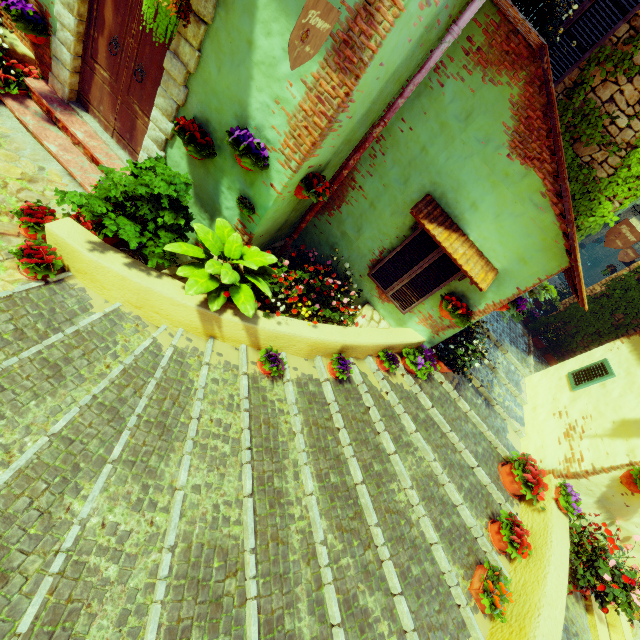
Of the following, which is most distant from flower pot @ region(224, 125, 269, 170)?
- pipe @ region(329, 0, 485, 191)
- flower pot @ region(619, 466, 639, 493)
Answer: flower pot @ region(619, 466, 639, 493)

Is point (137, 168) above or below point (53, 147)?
above

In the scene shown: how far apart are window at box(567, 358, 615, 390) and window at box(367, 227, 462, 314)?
3.75m

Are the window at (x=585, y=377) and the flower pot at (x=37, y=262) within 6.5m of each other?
no

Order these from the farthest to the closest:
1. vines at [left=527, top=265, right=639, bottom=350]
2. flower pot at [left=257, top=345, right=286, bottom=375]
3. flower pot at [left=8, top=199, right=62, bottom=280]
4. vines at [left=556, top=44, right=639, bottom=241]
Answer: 1. vines at [left=527, top=265, right=639, bottom=350]
2. vines at [left=556, top=44, right=639, bottom=241]
3. flower pot at [left=257, top=345, right=286, bottom=375]
4. flower pot at [left=8, top=199, right=62, bottom=280]

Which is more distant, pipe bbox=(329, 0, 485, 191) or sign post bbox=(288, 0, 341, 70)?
pipe bbox=(329, 0, 485, 191)

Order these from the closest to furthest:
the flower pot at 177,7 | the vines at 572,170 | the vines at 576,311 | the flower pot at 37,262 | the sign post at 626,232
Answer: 1. the flower pot at 177,7
2. the flower pot at 37,262
3. the vines at 572,170
4. the sign post at 626,232
5. the vines at 576,311

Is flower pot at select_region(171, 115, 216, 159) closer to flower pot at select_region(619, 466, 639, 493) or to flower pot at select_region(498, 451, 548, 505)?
flower pot at select_region(498, 451, 548, 505)
